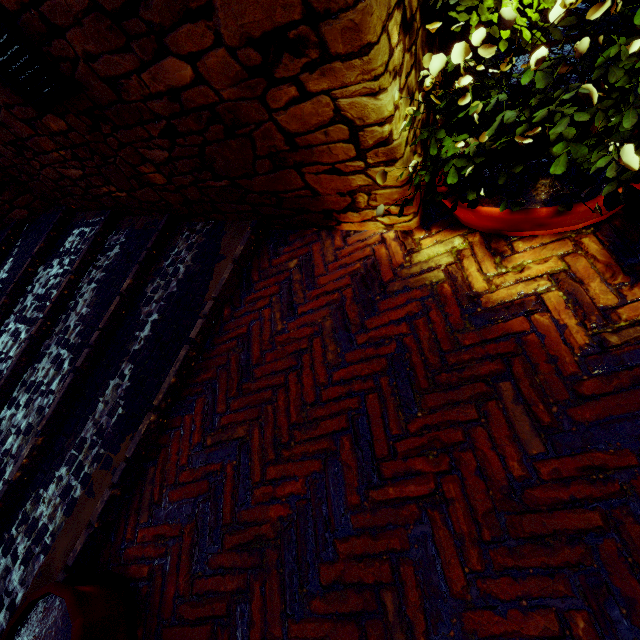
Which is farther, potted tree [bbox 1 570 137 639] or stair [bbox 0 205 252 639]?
stair [bbox 0 205 252 639]

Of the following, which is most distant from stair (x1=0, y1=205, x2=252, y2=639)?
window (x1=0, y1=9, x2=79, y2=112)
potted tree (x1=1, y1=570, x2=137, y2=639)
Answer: window (x1=0, y1=9, x2=79, y2=112)

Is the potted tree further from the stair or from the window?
the window

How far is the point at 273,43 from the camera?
1.29m

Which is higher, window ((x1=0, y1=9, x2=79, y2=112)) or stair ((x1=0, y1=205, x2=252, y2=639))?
window ((x1=0, y1=9, x2=79, y2=112))

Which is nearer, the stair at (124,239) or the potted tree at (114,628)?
the potted tree at (114,628)

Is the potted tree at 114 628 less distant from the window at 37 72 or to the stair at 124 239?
the stair at 124 239
